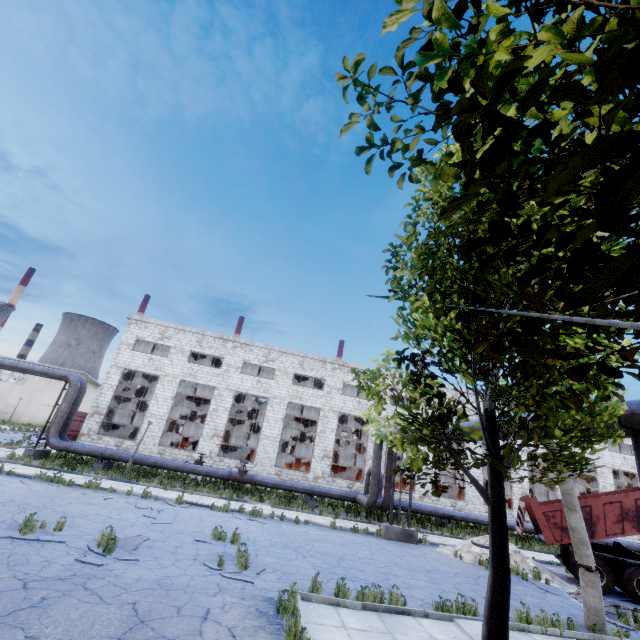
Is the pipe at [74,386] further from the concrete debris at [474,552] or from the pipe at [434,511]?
the concrete debris at [474,552]

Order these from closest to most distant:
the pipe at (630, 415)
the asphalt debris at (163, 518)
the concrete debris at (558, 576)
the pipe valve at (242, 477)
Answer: the pipe at (630, 415) → the asphalt debris at (163, 518) → the concrete debris at (558, 576) → the pipe valve at (242, 477)

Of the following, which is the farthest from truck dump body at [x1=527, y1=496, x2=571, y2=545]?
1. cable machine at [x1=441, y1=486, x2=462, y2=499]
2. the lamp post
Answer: cable machine at [x1=441, y1=486, x2=462, y2=499]

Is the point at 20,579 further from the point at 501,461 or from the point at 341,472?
the point at 341,472

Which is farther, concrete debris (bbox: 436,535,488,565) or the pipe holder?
the pipe holder

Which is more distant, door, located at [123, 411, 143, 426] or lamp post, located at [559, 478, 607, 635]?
door, located at [123, 411, 143, 426]

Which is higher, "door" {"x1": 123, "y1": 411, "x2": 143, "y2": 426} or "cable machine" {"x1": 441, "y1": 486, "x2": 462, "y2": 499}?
"door" {"x1": 123, "y1": 411, "x2": 143, "y2": 426}

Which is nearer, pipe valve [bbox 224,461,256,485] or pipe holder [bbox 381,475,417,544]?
pipe holder [bbox 381,475,417,544]
